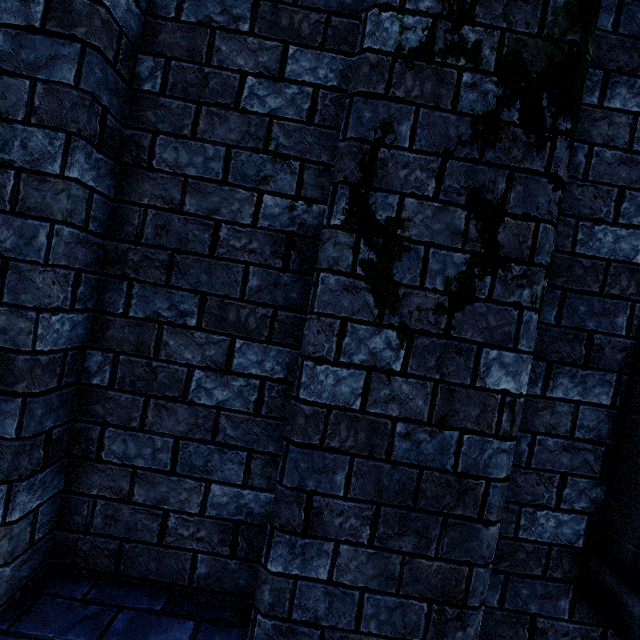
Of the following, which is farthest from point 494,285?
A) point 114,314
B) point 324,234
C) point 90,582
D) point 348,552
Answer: point 90,582
